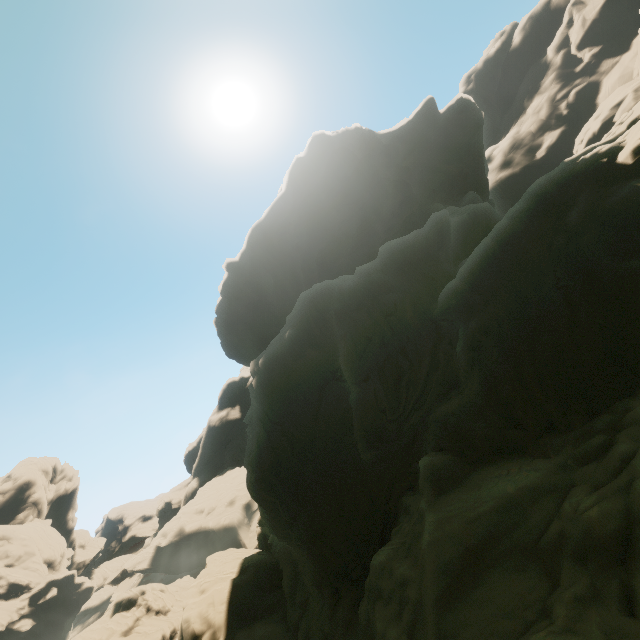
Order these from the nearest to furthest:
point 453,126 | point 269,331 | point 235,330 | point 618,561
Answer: point 618,561
point 453,126
point 269,331
point 235,330

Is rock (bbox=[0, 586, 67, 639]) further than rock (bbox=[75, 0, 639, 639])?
Yes

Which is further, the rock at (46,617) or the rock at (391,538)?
the rock at (46,617)
